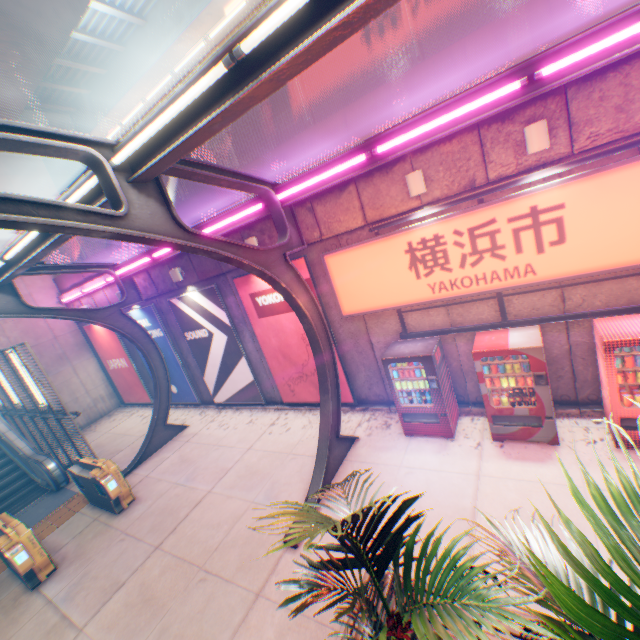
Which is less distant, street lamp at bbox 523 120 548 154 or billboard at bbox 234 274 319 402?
street lamp at bbox 523 120 548 154

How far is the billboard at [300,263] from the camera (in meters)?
8.13

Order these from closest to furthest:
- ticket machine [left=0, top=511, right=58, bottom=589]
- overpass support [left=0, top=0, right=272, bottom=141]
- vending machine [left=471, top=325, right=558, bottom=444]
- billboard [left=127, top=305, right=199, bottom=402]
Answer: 1. vending machine [left=471, top=325, right=558, bottom=444]
2. ticket machine [left=0, top=511, right=58, bottom=589]
3. overpass support [left=0, top=0, right=272, bottom=141]
4. billboard [left=127, top=305, right=199, bottom=402]

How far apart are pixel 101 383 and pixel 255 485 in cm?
1317

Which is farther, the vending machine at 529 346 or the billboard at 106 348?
the billboard at 106 348

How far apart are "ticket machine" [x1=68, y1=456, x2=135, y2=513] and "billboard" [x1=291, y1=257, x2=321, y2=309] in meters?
4.6 m

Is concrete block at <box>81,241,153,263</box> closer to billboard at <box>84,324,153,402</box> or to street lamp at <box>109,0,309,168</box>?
billboard at <box>84,324,153,402</box>

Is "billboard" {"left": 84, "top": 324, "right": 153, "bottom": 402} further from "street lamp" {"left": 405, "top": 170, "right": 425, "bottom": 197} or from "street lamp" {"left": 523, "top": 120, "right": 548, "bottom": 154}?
"street lamp" {"left": 523, "top": 120, "right": 548, "bottom": 154}
